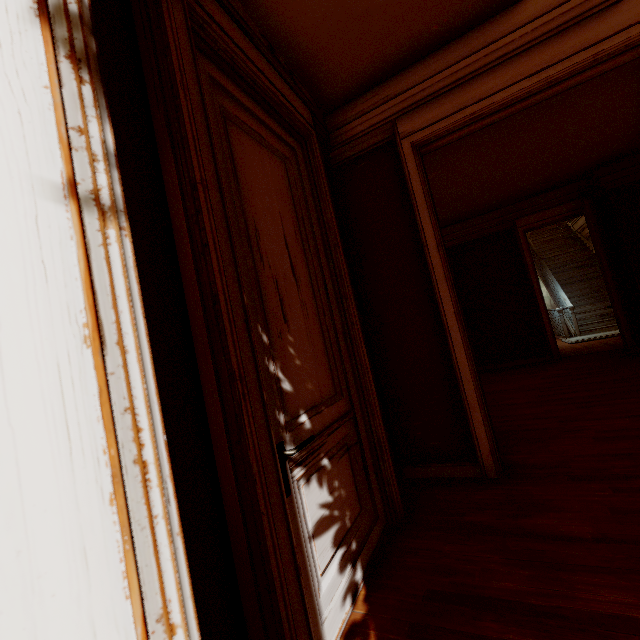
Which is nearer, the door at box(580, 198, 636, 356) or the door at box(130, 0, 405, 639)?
the door at box(130, 0, 405, 639)

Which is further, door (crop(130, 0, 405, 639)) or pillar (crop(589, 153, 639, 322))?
pillar (crop(589, 153, 639, 322))

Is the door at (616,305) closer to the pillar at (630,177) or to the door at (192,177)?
the pillar at (630,177)

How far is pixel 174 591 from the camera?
0.4 meters

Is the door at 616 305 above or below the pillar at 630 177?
below

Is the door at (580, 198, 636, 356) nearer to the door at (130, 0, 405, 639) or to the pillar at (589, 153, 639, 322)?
the pillar at (589, 153, 639, 322)
